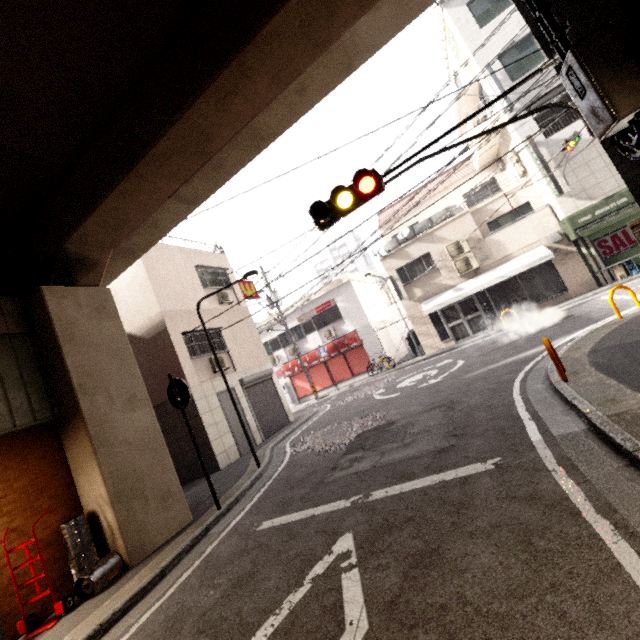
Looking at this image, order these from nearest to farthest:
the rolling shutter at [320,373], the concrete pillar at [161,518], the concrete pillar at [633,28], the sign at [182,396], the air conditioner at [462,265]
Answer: the concrete pillar at [633,28] → the concrete pillar at [161,518] → the sign at [182,396] → the air conditioner at [462,265] → the rolling shutter at [320,373]

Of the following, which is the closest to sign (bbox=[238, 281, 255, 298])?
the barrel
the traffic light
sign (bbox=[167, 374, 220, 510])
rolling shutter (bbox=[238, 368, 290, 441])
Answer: rolling shutter (bbox=[238, 368, 290, 441])

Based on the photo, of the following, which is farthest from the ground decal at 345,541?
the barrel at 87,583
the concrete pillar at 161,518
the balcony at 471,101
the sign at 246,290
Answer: the balcony at 471,101

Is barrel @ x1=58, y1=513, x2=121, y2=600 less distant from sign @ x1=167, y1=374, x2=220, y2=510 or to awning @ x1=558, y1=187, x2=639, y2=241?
sign @ x1=167, y1=374, x2=220, y2=510

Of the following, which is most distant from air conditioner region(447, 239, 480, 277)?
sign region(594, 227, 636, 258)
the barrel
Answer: the barrel

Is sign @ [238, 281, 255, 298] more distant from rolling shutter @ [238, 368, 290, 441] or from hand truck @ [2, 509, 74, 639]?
hand truck @ [2, 509, 74, 639]

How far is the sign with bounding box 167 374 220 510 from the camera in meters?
6.6

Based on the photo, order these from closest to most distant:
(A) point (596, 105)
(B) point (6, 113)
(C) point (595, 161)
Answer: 1. (A) point (596, 105)
2. (B) point (6, 113)
3. (C) point (595, 161)
